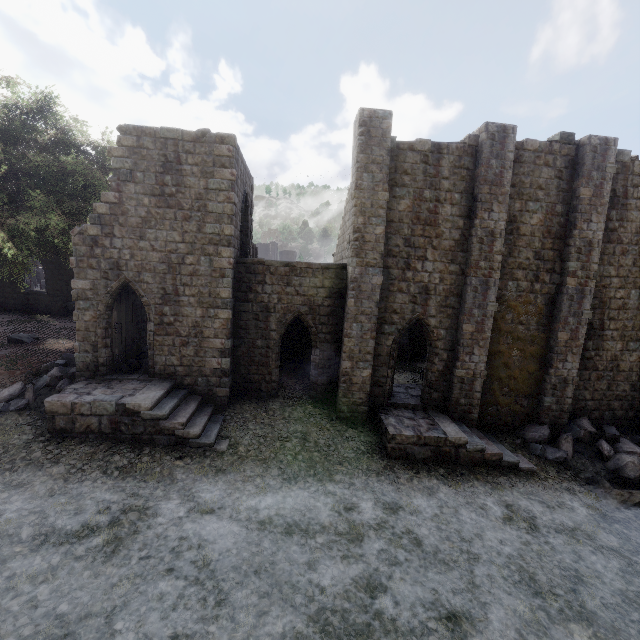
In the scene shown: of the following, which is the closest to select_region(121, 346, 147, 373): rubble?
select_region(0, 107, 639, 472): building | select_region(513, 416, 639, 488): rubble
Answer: select_region(0, 107, 639, 472): building

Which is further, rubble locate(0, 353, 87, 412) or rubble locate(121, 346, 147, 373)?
rubble locate(121, 346, 147, 373)

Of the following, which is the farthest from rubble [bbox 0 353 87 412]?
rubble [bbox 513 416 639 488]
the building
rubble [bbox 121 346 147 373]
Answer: rubble [bbox 513 416 639 488]

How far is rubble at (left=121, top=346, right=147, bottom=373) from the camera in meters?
13.7

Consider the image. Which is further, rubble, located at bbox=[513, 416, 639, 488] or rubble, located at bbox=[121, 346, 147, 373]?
rubble, located at bbox=[121, 346, 147, 373]

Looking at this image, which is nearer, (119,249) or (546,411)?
(119,249)

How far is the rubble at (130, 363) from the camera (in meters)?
13.70

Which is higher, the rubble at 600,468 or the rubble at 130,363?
the rubble at 130,363
